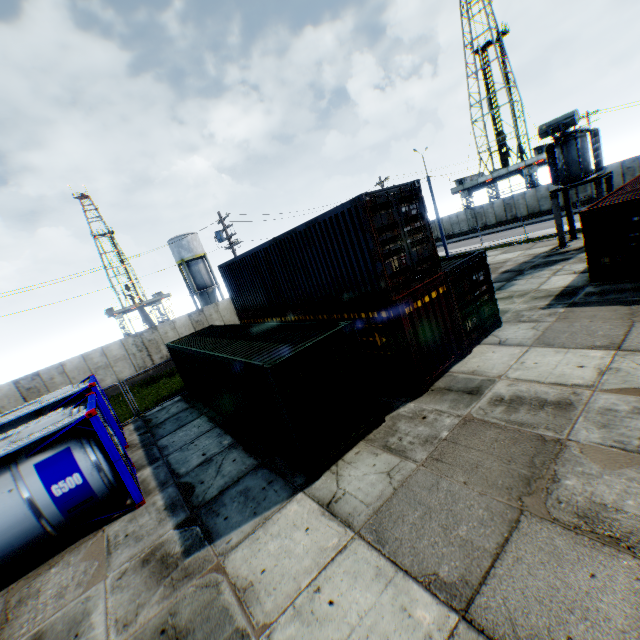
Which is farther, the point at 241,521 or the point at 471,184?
the point at 471,184

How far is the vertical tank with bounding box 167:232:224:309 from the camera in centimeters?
4231cm

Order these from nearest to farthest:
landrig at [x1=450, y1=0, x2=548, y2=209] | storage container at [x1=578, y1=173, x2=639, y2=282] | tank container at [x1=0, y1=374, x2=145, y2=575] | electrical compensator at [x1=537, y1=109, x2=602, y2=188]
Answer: tank container at [x1=0, y1=374, x2=145, y2=575], storage container at [x1=578, y1=173, x2=639, y2=282], electrical compensator at [x1=537, y1=109, x2=602, y2=188], landrig at [x1=450, y1=0, x2=548, y2=209]

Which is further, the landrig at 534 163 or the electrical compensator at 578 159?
the landrig at 534 163

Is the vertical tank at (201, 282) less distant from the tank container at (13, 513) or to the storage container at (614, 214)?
the tank container at (13, 513)

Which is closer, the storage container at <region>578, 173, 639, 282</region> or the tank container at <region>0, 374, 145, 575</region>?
the tank container at <region>0, 374, 145, 575</region>

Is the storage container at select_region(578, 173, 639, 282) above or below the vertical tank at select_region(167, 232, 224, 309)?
below

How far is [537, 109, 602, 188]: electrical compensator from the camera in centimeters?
1756cm
